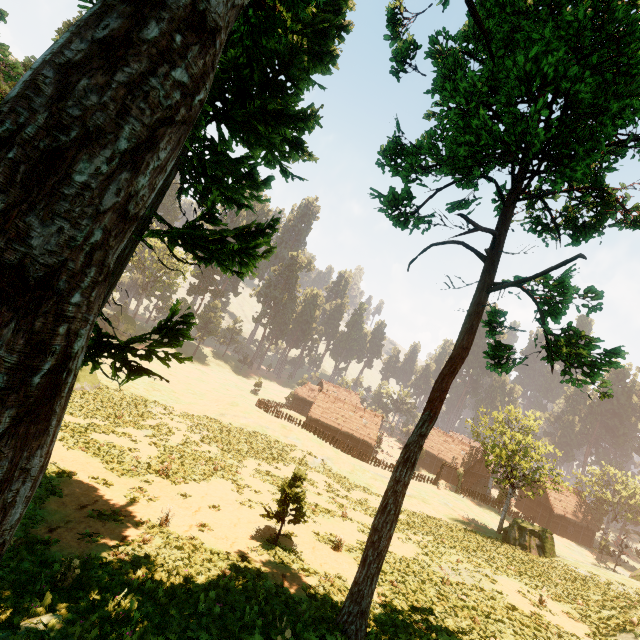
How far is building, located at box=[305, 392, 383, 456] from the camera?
54.4m

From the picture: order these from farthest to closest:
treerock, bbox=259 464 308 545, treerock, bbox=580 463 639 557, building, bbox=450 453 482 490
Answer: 1. building, bbox=450 453 482 490
2. treerock, bbox=580 463 639 557
3. treerock, bbox=259 464 308 545

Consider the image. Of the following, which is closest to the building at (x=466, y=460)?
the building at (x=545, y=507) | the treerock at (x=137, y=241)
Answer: the treerock at (x=137, y=241)

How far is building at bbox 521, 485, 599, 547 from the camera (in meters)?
53.91

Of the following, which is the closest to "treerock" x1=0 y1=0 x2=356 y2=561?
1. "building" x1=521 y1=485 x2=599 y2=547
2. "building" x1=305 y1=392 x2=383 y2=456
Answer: "building" x1=305 y1=392 x2=383 y2=456

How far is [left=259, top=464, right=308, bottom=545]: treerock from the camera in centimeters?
1532cm

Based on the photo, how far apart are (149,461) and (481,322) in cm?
2090

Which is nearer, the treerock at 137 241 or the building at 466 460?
the treerock at 137 241
